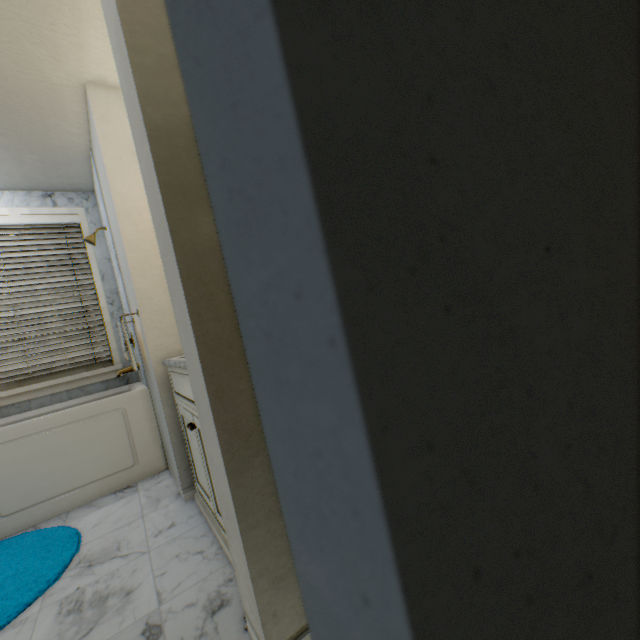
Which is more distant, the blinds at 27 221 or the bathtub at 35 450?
the blinds at 27 221

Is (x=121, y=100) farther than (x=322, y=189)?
Yes

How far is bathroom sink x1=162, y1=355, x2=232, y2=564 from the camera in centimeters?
139cm

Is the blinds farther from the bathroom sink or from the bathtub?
the bathroom sink

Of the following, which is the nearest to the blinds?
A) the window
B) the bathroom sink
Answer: the window

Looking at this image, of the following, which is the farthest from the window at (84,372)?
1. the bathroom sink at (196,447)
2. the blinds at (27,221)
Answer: the bathroom sink at (196,447)

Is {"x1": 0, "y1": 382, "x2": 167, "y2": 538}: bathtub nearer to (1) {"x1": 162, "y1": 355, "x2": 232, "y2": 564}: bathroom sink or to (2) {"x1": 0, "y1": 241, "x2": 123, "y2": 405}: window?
(2) {"x1": 0, "y1": 241, "x2": 123, "y2": 405}: window

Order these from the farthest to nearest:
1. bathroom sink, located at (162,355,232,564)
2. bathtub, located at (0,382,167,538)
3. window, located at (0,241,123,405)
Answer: window, located at (0,241,123,405)
bathtub, located at (0,382,167,538)
bathroom sink, located at (162,355,232,564)
